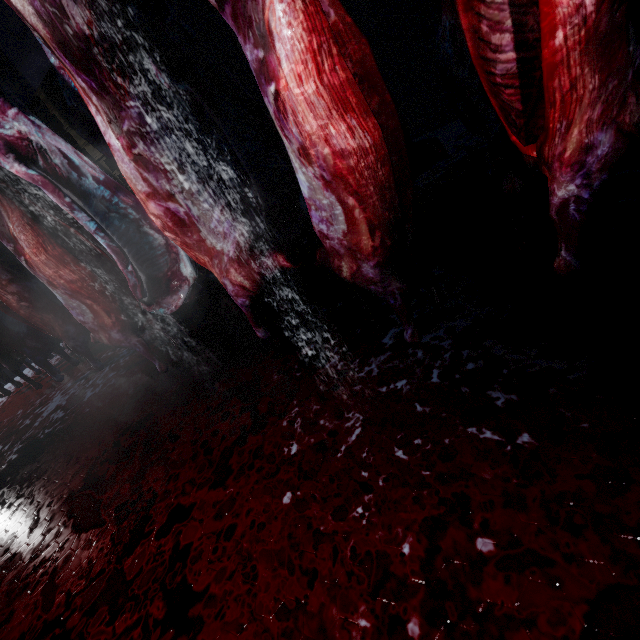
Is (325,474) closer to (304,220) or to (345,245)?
(345,245)

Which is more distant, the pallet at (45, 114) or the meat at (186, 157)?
the pallet at (45, 114)

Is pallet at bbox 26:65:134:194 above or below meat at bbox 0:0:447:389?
above

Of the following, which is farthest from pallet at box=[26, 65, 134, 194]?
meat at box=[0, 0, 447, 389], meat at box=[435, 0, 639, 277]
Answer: meat at box=[435, 0, 639, 277]

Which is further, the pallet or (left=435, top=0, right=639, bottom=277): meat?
the pallet

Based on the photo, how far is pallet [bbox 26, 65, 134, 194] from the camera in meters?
3.6

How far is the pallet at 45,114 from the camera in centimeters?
363cm

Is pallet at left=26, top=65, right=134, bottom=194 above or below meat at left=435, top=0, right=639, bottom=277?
above
